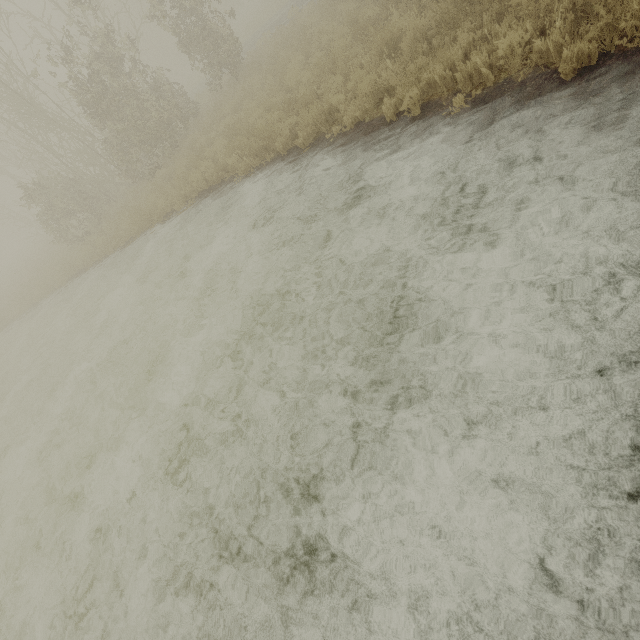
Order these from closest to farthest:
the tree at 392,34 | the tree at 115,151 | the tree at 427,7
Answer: the tree at 427,7
the tree at 392,34
the tree at 115,151

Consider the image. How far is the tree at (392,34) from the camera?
6.76m

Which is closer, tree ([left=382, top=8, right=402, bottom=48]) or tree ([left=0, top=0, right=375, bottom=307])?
tree ([left=382, top=8, right=402, bottom=48])

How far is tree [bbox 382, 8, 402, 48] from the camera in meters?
6.8

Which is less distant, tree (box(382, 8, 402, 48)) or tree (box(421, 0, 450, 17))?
tree (box(421, 0, 450, 17))

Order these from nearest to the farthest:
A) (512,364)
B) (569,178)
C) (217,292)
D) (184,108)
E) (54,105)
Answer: (512,364) < (569,178) < (217,292) < (184,108) < (54,105)

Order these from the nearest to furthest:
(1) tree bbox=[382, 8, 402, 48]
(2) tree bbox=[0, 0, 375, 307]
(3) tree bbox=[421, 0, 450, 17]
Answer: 1. (3) tree bbox=[421, 0, 450, 17]
2. (1) tree bbox=[382, 8, 402, 48]
3. (2) tree bbox=[0, 0, 375, 307]
